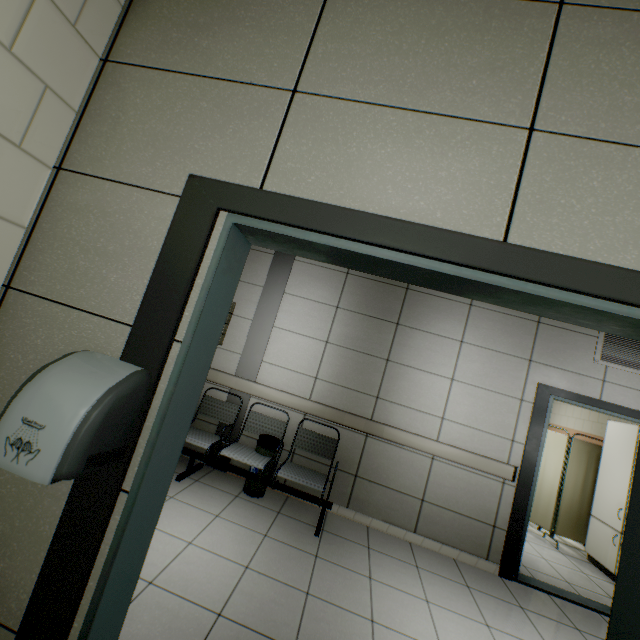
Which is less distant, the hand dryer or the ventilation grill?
the hand dryer

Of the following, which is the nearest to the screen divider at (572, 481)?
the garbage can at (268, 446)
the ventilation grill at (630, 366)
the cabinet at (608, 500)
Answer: the cabinet at (608, 500)

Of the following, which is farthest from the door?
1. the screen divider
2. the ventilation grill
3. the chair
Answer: the screen divider

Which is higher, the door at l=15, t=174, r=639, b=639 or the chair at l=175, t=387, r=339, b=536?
the door at l=15, t=174, r=639, b=639

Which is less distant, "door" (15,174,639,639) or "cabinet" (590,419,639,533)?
"door" (15,174,639,639)

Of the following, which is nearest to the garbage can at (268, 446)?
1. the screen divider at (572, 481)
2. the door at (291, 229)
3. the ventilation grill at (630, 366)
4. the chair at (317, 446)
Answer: the chair at (317, 446)

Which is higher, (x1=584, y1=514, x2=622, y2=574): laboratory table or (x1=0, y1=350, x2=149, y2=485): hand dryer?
(x1=0, y1=350, x2=149, y2=485): hand dryer

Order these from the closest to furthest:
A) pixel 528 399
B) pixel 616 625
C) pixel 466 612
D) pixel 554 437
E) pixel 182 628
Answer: pixel 616 625
pixel 182 628
pixel 466 612
pixel 528 399
pixel 554 437
